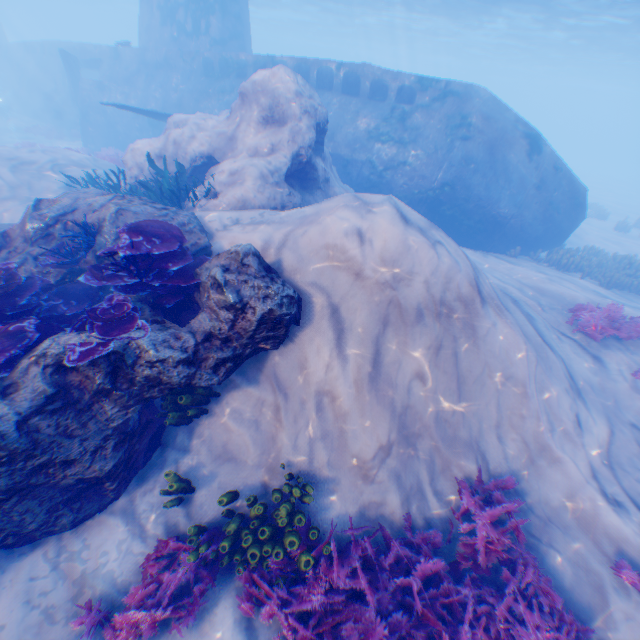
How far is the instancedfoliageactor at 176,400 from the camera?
5.1m

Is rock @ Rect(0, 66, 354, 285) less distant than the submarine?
Yes

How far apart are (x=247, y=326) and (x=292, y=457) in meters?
2.3 m

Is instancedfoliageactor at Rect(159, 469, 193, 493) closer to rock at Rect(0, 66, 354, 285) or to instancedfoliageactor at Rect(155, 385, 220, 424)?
rock at Rect(0, 66, 354, 285)

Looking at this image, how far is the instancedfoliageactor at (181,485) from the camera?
4.75m

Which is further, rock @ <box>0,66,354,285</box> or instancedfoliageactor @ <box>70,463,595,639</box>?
rock @ <box>0,66,354,285</box>

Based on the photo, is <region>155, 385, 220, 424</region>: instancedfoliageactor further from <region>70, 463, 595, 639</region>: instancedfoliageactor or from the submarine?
the submarine
